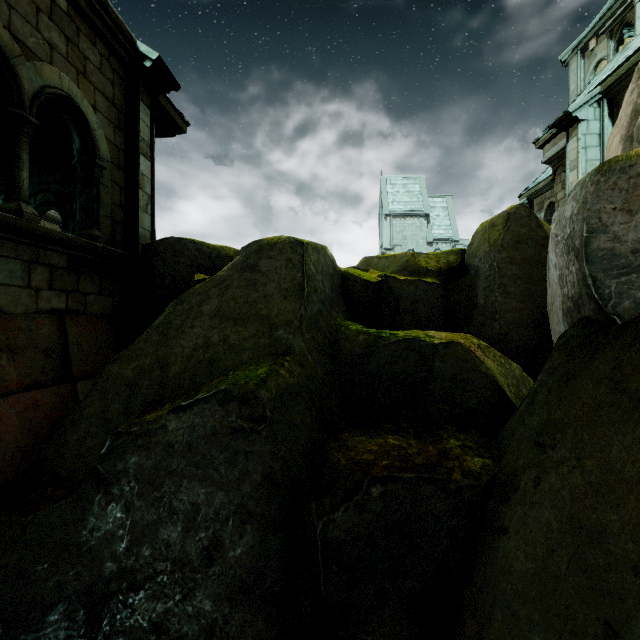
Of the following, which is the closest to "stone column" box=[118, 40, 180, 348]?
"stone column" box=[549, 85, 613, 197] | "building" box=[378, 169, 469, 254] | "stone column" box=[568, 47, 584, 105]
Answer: "stone column" box=[549, 85, 613, 197]

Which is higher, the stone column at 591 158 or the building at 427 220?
the building at 427 220

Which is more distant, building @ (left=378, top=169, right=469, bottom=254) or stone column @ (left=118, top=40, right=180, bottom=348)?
building @ (left=378, top=169, right=469, bottom=254)

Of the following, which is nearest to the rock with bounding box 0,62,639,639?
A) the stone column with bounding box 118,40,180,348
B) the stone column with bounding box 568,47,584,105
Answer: the stone column with bounding box 118,40,180,348

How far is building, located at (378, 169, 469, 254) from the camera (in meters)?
38.16

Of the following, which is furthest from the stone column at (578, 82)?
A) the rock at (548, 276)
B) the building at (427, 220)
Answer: the rock at (548, 276)

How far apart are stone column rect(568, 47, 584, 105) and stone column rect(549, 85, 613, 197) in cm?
594

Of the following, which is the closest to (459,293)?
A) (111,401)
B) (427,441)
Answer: (427,441)
